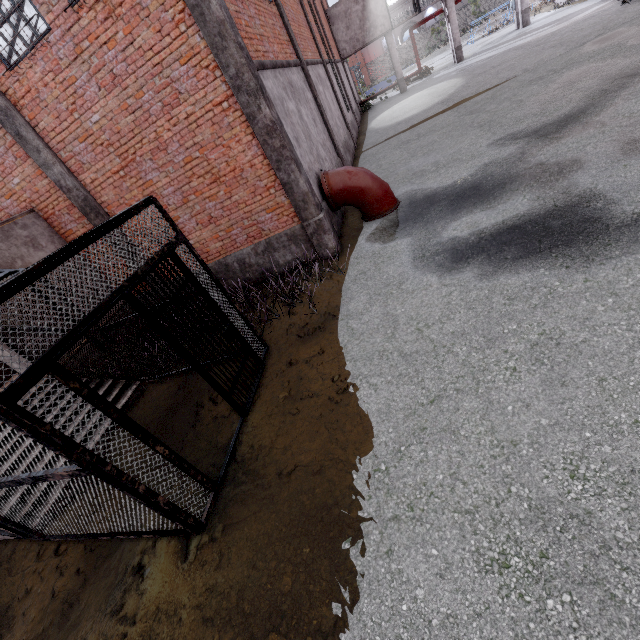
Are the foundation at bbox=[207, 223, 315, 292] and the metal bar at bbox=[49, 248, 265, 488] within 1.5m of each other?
no

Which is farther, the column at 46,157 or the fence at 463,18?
the fence at 463,18

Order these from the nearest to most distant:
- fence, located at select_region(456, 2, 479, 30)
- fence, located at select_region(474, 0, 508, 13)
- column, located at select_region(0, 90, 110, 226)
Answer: column, located at select_region(0, 90, 110, 226), fence, located at select_region(474, 0, 508, 13), fence, located at select_region(456, 2, 479, 30)

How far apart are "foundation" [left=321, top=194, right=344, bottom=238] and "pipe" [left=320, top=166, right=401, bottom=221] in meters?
A: 0.1

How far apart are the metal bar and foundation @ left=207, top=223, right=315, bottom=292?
3.4 meters

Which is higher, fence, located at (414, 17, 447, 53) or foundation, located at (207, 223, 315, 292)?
fence, located at (414, 17, 447, 53)

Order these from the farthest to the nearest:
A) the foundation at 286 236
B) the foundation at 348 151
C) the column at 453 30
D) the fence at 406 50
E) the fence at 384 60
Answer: the fence at 384 60
the fence at 406 50
the column at 453 30
the foundation at 348 151
the foundation at 286 236

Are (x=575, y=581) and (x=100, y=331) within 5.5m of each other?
no
